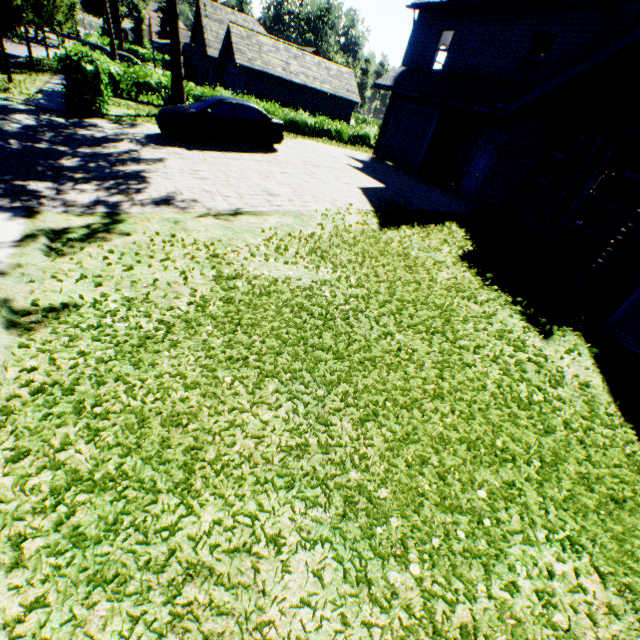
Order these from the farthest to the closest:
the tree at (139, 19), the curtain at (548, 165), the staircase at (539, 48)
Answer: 1. the tree at (139, 19)
2. the staircase at (539, 48)
3. the curtain at (548, 165)

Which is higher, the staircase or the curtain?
the staircase

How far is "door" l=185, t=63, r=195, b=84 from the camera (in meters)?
36.16

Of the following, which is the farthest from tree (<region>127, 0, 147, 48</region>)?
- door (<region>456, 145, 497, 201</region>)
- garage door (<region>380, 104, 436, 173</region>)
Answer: door (<region>456, 145, 497, 201</region>)

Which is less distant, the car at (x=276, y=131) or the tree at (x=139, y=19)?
the car at (x=276, y=131)

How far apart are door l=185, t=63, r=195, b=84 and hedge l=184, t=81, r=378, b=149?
20.8 meters

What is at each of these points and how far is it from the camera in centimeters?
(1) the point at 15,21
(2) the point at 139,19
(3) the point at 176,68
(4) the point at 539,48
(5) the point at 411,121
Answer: (1) tree, 1270cm
(2) tree, 5803cm
(3) tree, 1705cm
(4) staircase, 1542cm
(5) garage door, 1717cm

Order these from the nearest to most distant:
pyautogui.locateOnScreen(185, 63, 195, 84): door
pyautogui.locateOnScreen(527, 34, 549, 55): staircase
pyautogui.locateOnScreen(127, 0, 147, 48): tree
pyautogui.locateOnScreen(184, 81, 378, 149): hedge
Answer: pyautogui.locateOnScreen(527, 34, 549, 55): staircase, pyautogui.locateOnScreen(184, 81, 378, 149): hedge, pyautogui.locateOnScreen(185, 63, 195, 84): door, pyautogui.locateOnScreen(127, 0, 147, 48): tree
